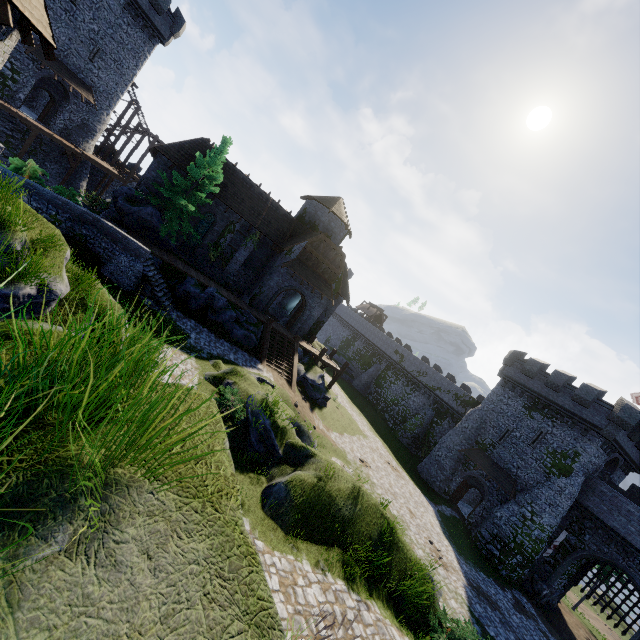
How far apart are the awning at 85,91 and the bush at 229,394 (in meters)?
33.46

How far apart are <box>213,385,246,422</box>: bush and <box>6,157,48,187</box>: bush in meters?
13.9 m

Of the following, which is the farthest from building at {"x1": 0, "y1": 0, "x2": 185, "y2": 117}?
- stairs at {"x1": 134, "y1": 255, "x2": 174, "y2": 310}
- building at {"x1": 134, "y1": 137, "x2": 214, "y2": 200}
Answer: stairs at {"x1": 134, "y1": 255, "x2": 174, "y2": 310}

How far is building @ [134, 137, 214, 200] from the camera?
24.9 meters

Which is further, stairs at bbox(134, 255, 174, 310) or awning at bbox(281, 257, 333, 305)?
awning at bbox(281, 257, 333, 305)

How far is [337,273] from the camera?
30.3m

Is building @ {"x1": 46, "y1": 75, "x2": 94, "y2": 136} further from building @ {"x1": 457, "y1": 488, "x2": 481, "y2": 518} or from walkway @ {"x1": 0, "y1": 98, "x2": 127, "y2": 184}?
building @ {"x1": 457, "y1": 488, "x2": 481, "y2": 518}

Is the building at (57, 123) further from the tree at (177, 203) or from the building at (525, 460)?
the building at (525, 460)
